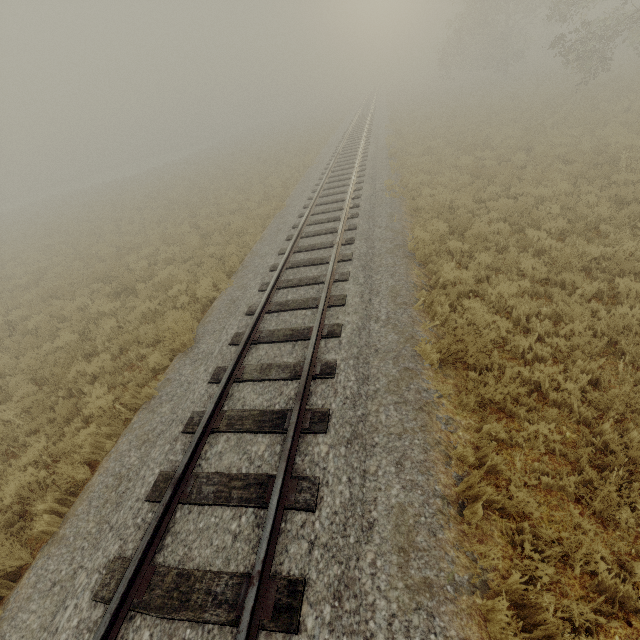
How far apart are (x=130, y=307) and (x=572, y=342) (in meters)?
11.88
